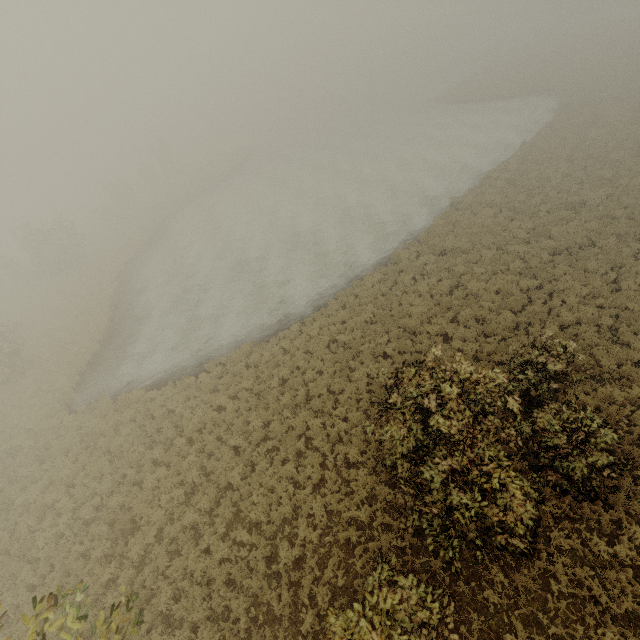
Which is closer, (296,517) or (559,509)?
(559,509)
